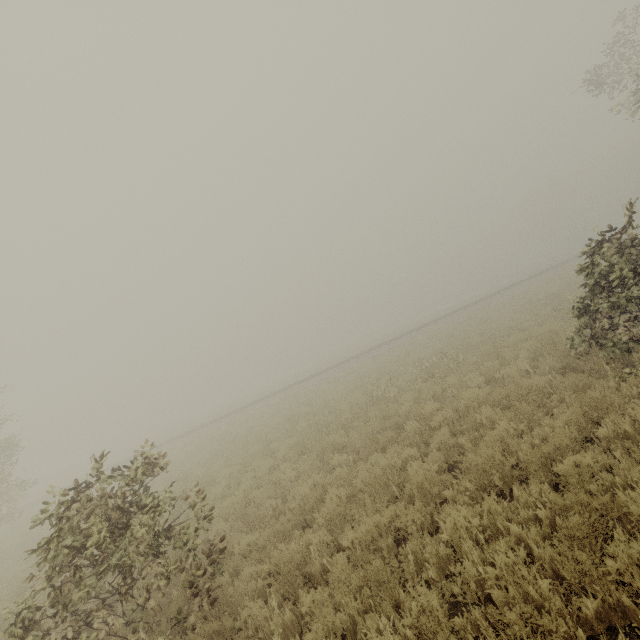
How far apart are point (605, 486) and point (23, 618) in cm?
795
